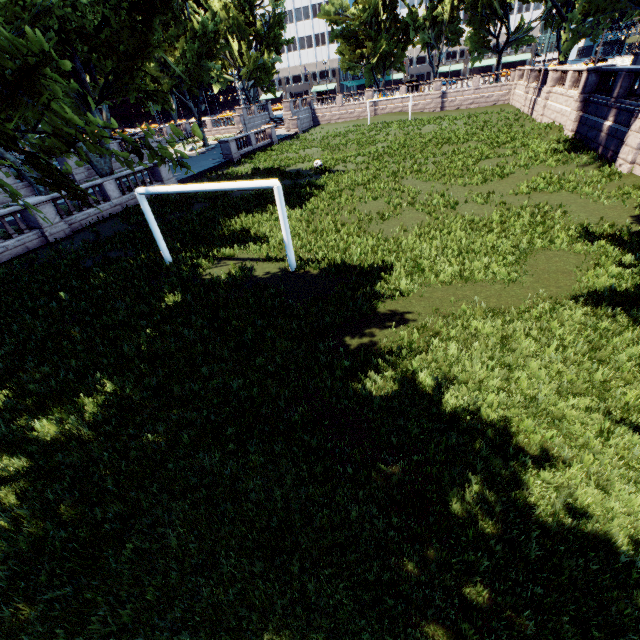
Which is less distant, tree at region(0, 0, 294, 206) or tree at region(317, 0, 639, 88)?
tree at region(0, 0, 294, 206)

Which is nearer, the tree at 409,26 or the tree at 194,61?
the tree at 194,61

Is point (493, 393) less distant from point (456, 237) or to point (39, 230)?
point (456, 237)
